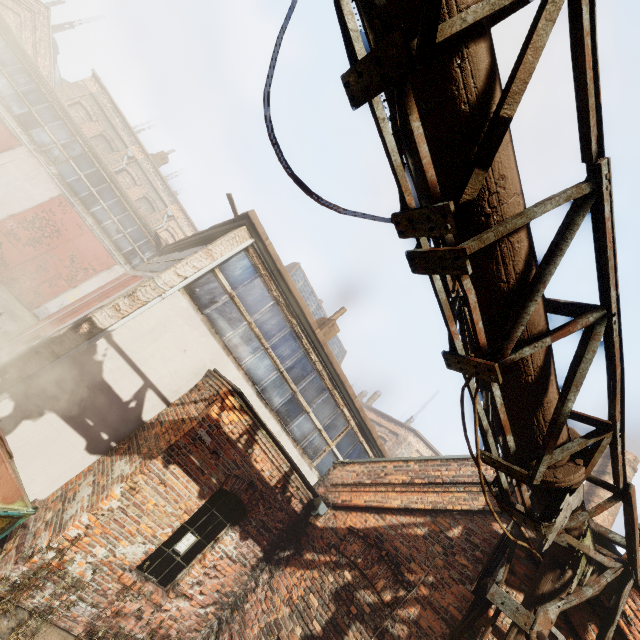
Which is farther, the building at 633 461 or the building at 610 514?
the building at 633 461

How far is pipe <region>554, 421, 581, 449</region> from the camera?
3.1m

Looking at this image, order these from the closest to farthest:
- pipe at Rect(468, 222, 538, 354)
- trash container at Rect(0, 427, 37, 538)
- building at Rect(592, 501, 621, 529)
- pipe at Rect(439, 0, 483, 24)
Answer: pipe at Rect(439, 0, 483, 24), pipe at Rect(468, 222, 538, 354), trash container at Rect(0, 427, 37, 538), building at Rect(592, 501, 621, 529)

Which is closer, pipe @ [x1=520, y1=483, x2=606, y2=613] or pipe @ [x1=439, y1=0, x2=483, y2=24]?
pipe @ [x1=439, y1=0, x2=483, y2=24]

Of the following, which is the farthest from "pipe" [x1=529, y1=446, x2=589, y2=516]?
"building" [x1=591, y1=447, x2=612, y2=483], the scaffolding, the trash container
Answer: "building" [x1=591, y1=447, x2=612, y2=483]

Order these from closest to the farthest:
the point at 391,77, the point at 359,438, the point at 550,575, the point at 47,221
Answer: the point at 391,77 → the point at 550,575 → the point at 359,438 → the point at 47,221

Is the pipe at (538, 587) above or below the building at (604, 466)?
below
